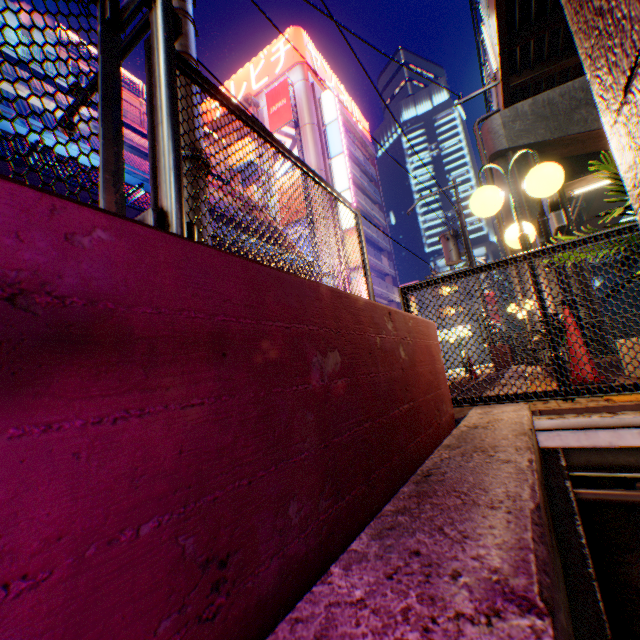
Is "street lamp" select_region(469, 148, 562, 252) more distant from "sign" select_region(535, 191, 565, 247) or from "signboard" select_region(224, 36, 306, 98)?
"signboard" select_region(224, 36, 306, 98)

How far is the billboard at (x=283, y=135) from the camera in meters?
27.2 m

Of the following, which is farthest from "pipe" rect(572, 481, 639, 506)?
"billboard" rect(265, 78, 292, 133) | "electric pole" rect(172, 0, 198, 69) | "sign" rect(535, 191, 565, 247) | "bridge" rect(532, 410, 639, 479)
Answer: "billboard" rect(265, 78, 292, 133)

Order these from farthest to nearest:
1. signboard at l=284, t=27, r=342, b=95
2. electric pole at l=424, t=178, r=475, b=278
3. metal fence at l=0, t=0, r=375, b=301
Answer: signboard at l=284, t=27, r=342, b=95
electric pole at l=424, t=178, r=475, b=278
metal fence at l=0, t=0, r=375, b=301

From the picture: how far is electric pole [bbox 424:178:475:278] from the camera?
16.2 meters

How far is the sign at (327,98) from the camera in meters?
27.3 m

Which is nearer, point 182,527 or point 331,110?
point 182,527

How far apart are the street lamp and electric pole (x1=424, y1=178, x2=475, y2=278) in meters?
13.1
